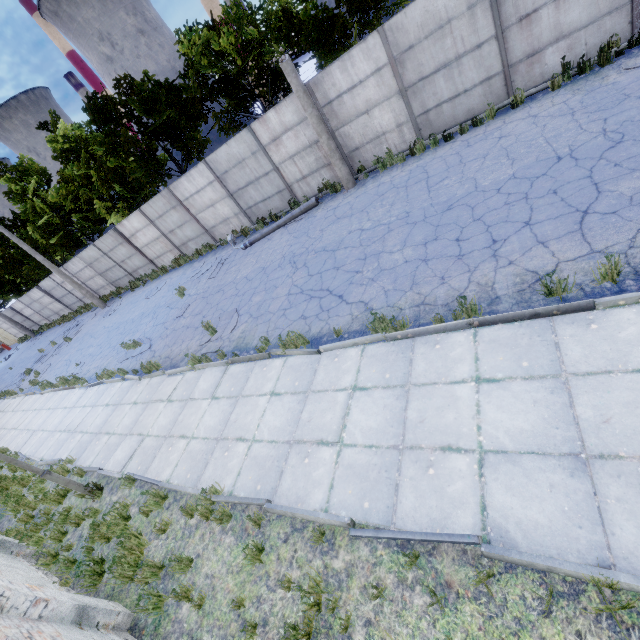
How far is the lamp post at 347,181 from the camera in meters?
10.4 m

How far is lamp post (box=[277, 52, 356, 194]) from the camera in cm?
1037

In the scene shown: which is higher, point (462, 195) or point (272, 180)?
point (272, 180)
